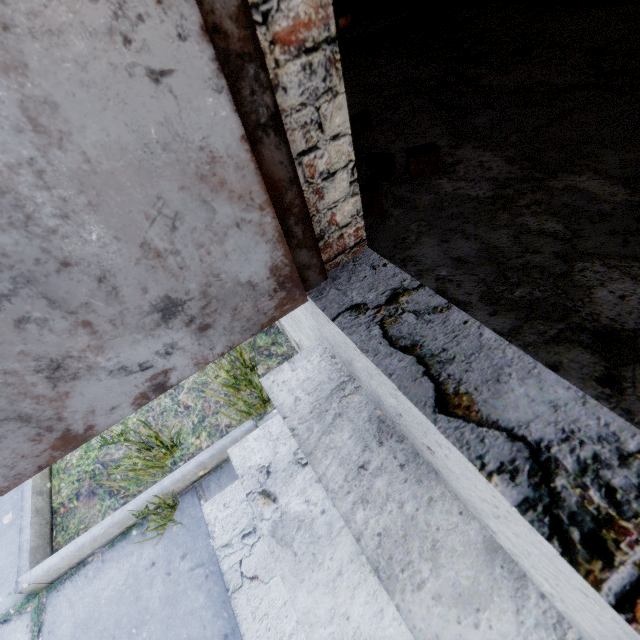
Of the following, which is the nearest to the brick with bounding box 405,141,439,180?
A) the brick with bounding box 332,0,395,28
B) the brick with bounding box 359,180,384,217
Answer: the brick with bounding box 359,180,384,217

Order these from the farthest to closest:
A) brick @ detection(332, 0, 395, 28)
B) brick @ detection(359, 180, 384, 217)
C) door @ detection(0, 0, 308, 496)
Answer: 1. brick @ detection(332, 0, 395, 28)
2. brick @ detection(359, 180, 384, 217)
3. door @ detection(0, 0, 308, 496)

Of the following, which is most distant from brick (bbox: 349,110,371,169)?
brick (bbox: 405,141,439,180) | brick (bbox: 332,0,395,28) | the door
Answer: brick (bbox: 332,0,395,28)

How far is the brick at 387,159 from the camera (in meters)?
1.40

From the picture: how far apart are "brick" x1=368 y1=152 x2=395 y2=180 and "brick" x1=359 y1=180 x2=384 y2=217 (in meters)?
0.15

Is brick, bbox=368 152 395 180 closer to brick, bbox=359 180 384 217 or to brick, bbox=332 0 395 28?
brick, bbox=359 180 384 217

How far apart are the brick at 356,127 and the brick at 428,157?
0.4 meters

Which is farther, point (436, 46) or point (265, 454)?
point (436, 46)
